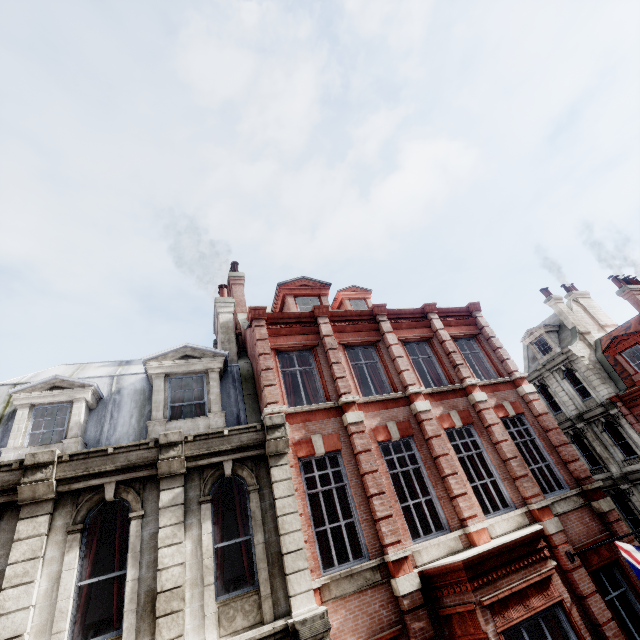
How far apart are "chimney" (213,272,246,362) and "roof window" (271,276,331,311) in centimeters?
189cm

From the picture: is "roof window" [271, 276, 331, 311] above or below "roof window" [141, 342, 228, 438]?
above

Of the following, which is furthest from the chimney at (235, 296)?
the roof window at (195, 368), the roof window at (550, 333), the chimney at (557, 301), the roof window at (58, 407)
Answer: the chimney at (557, 301)

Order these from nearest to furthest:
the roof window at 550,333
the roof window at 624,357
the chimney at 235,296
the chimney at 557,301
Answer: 1. the chimney at 235,296
2. the roof window at 624,357
3. the chimney at 557,301
4. the roof window at 550,333

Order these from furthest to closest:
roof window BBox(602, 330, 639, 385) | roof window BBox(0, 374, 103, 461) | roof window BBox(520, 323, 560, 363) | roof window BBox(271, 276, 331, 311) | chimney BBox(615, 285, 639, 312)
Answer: roof window BBox(520, 323, 560, 363)
chimney BBox(615, 285, 639, 312)
roof window BBox(602, 330, 639, 385)
roof window BBox(271, 276, 331, 311)
roof window BBox(0, 374, 103, 461)

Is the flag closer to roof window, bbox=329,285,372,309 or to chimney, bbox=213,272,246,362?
roof window, bbox=329,285,372,309

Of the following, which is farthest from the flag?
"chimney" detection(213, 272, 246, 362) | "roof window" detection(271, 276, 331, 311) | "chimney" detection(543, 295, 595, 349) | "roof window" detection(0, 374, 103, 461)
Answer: "chimney" detection(543, 295, 595, 349)

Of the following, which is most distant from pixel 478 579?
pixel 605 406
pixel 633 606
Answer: pixel 605 406
